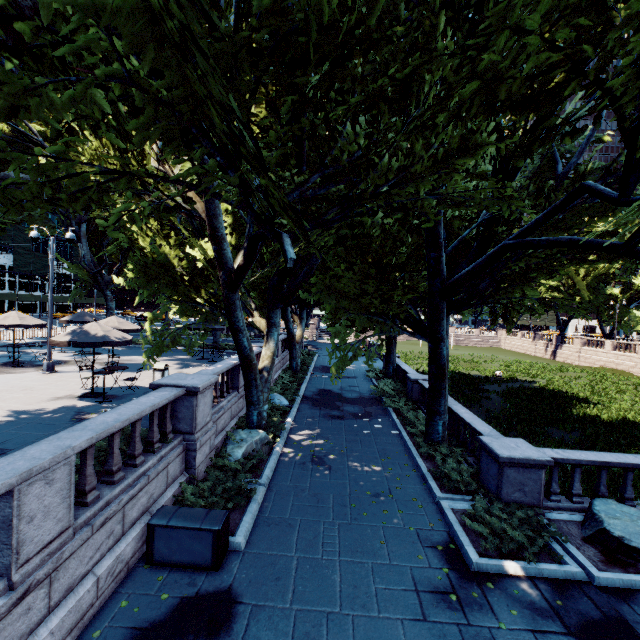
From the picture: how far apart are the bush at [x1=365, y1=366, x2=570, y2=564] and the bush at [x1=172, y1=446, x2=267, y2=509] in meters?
5.4

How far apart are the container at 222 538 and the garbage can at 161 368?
8.71m

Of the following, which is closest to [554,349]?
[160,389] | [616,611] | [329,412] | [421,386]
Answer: [421,386]

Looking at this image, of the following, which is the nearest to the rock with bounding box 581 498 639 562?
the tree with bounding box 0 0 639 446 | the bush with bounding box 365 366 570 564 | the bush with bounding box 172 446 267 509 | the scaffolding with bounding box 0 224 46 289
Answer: the bush with bounding box 365 366 570 564

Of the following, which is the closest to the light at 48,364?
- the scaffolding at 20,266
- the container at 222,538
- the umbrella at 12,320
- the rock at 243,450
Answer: the umbrella at 12,320

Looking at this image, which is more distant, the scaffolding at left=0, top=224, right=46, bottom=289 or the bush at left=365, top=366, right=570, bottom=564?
the scaffolding at left=0, top=224, right=46, bottom=289

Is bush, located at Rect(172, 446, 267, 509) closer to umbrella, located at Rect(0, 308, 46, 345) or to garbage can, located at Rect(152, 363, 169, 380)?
garbage can, located at Rect(152, 363, 169, 380)

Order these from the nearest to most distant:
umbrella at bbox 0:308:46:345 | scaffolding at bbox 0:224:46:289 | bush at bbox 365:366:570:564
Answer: bush at bbox 365:366:570:564, umbrella at bbox 0:308:46:345, scaffolding at bbox 0:224:46:289
